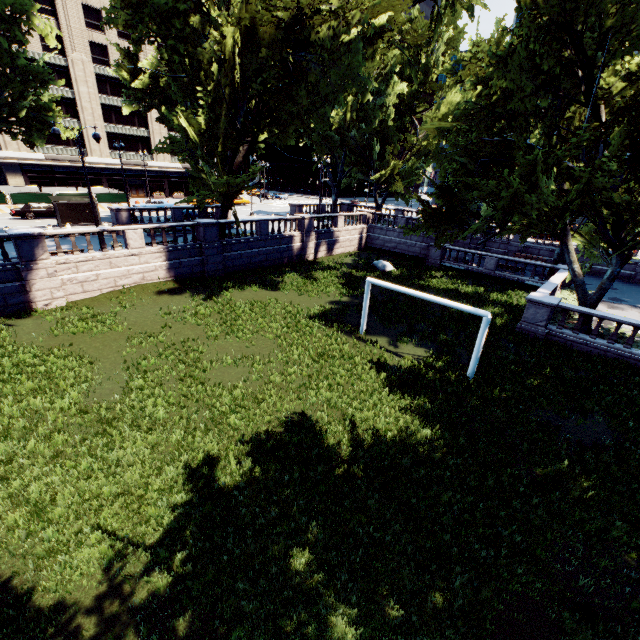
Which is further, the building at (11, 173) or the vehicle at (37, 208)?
the building at (11, 173)

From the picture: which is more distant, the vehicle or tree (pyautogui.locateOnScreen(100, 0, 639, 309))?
the vehicle

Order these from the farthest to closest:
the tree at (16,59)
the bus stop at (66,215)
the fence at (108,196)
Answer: the fence at (108,196) → the bus stop at (66,215) → the tree at (16,59)

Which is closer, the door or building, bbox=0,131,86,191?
building, bbox=0,131,86,191

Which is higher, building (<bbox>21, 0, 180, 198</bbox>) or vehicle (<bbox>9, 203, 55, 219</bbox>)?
building (<bbox>21, 0, 180, 198</bbox>)

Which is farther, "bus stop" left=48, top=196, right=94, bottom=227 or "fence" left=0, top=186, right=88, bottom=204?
"fence" left=0, top=186, right=88, bottom=204

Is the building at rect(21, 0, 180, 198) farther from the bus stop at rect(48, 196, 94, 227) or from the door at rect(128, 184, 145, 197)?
the bus stop at rect(48, 196, 94, 227)

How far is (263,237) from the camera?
27.0 meters
